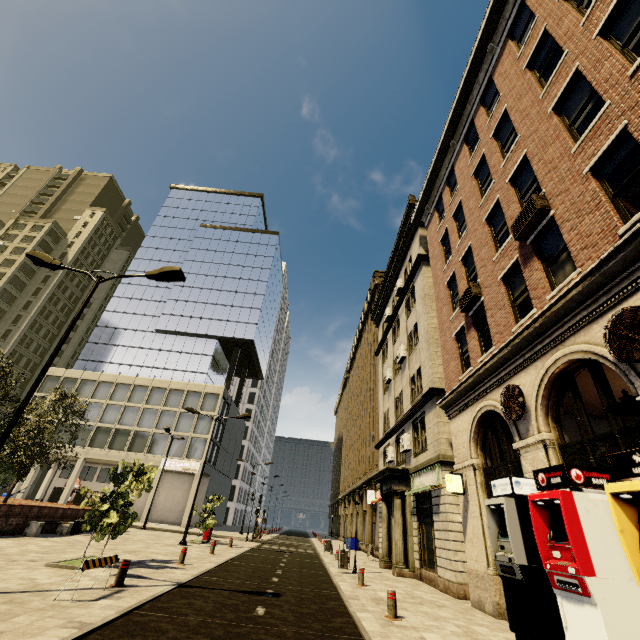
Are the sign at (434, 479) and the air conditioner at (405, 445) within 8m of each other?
yes

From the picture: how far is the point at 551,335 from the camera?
8.21m

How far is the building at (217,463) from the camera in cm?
4238

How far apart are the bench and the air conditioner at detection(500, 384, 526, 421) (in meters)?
21.13

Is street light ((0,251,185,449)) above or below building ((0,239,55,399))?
below

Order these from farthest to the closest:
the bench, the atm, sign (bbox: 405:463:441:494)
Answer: the bench, sign (bbox: 405:463:441:494), the atm

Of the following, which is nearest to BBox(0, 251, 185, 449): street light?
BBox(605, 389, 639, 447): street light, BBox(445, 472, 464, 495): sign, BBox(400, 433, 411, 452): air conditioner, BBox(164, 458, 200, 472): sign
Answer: BBox(605, 389, 639, 447): street light

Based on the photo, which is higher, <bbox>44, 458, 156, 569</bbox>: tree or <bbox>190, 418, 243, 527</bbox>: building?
<bbox>190, 418, 243, 527</bbox>: building
